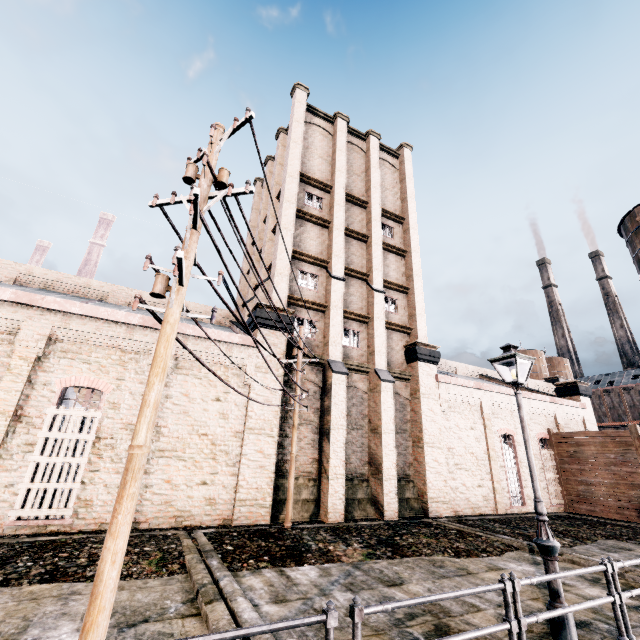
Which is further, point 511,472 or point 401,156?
point 401,156

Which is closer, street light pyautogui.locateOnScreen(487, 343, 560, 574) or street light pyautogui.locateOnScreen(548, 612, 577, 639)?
street light pyautogui.locateOnScreen(548, 612, 577, 639)

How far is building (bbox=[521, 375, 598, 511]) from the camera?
23.1 meters

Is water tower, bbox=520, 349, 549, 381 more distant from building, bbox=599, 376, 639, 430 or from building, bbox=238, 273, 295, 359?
building, bbox=599, 376, 639, 430

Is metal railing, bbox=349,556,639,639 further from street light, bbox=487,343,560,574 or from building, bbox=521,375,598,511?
building, bbox=521,375,598,511

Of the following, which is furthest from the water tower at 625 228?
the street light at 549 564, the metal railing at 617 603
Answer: the street light at 549 564

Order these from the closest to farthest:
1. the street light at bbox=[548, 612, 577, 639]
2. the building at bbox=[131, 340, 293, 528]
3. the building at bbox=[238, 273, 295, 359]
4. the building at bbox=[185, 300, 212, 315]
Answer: the street light at bbox=[548, 612, 577, 639]
the building at bbox=[131, 340, 293, 528]
the building at bbox=[238, 273, 295, 359]
the building at bbox=[185, 300, 212, 315]

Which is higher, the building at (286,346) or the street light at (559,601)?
the building at (286,346)
